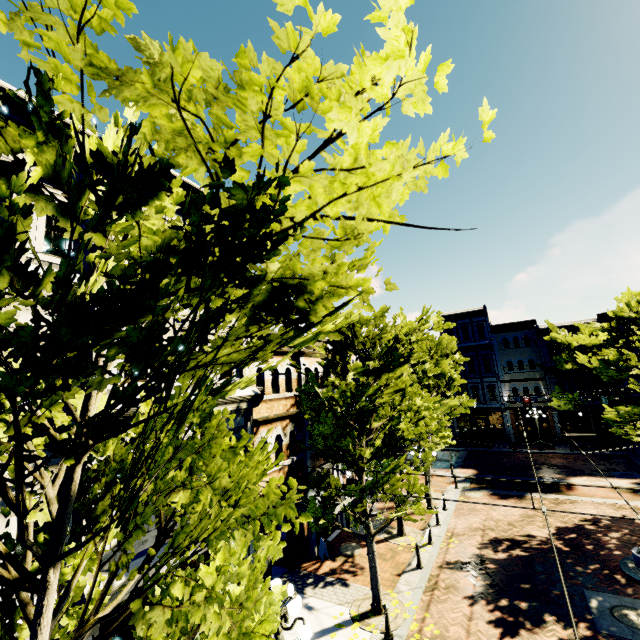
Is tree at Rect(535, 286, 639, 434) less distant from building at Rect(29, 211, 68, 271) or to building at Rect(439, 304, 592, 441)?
building at Rect(439, 304, 592, 441)

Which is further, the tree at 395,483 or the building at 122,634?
the tree at 395,483

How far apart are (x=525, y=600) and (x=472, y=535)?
4.57m

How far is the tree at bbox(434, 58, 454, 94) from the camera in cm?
206

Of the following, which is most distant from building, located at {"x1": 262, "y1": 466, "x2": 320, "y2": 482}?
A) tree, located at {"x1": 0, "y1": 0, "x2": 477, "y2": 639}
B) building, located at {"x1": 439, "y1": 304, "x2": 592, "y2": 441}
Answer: building, located at {"x1": 439, "y1": 304, "x2": 592, "y2": 441}

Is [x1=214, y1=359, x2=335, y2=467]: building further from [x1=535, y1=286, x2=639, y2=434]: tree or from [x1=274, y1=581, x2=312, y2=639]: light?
[x1=274, y1=581, x2=312, y2=639]: light

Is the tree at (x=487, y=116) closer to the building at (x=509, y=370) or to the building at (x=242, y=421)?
the building at (x=509, y=370)
